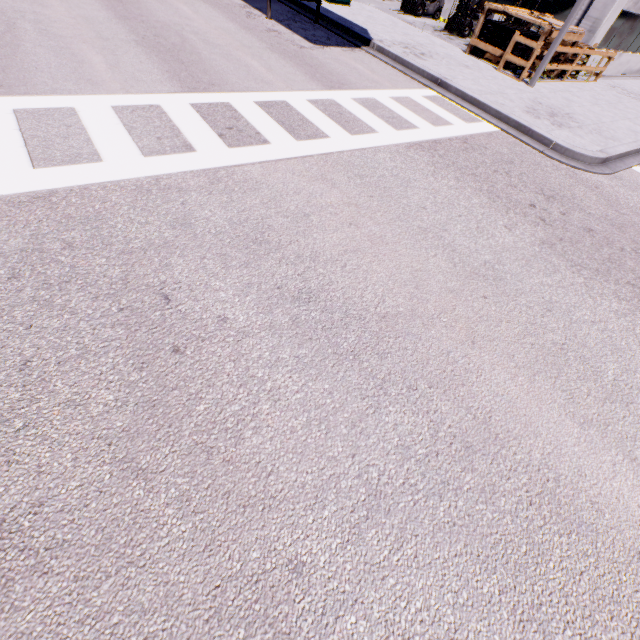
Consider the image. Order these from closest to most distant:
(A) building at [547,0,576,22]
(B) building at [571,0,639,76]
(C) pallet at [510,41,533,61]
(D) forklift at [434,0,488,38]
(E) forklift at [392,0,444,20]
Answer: (C) pallet at [510,41,533,61] < (B) building at [571,0,639,76] < (A) building at [547,0,576,22] < (D) forklift at [434,0,488,38] < (E) forklift at [392,0,444,20]

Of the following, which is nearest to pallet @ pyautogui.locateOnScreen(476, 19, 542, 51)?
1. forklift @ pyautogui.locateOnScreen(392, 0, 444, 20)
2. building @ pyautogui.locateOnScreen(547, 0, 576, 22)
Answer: building @ pyautogui.locateOnScreen(547, 0, 576, 22)

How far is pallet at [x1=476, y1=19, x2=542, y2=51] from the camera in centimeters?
1269cm

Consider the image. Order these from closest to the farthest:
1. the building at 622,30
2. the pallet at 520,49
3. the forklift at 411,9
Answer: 1. the pallet at 520,49
2. the building at 622,30
3. the forklift at 411,9

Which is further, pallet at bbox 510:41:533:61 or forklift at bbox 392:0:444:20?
forklift at bbox 392:0:444:20

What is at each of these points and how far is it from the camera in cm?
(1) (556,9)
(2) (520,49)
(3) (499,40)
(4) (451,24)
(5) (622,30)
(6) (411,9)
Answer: (1) building, 1595
(2) pallet, 1287
(3) pallet, 1317
(4) forklift, 1702
(5) building, 1656
(6) forklift, 1833

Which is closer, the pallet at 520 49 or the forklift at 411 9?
the pallet at 520 49

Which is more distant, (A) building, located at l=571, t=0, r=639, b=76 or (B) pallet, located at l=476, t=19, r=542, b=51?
(A) building, located at l=571, t=0, r=639, b=76
